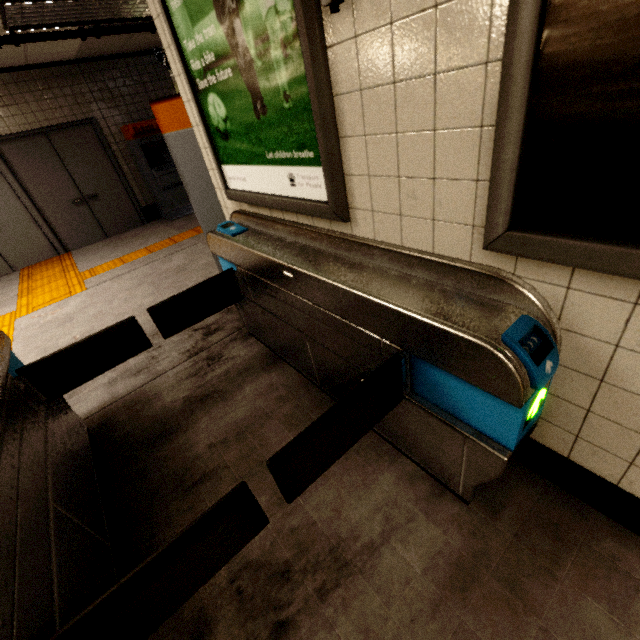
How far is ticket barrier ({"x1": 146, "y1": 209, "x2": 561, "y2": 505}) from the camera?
1.00m

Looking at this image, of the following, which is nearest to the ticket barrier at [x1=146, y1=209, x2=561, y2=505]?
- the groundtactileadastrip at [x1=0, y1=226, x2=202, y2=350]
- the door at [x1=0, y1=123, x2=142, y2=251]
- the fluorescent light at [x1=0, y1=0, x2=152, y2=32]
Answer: the groundtactileadastrip at [x1=0, y1=226, x2=202, y2=350]

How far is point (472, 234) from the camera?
1.1m

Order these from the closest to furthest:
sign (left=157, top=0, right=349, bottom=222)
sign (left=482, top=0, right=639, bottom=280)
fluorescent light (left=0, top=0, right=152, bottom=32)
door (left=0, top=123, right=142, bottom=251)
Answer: sign (left=482, top=0, right=639, bottom=280) < sign (left=157, top=0, right=349, bottom=222) < fluorescent light (left=0, top=0, right=152, bottom=32) < door (left=0, top=123, right=142, bottom=251)

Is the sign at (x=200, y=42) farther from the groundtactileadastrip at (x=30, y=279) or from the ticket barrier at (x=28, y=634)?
the groundtactileadastrip at (x=30, y=279)

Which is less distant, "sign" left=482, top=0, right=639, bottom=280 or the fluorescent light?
"sign" left=482, top=0, right=639, bottom=280

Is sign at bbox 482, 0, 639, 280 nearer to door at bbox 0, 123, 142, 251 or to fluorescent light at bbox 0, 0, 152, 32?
fluorescent light at bbox 0, 0, 152, 32

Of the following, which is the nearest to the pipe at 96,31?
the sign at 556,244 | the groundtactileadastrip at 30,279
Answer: the groundtactileadastrip at 30,279
